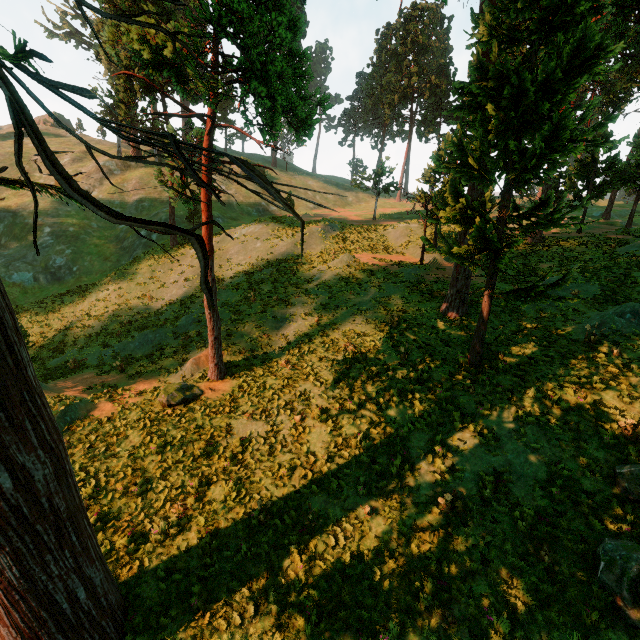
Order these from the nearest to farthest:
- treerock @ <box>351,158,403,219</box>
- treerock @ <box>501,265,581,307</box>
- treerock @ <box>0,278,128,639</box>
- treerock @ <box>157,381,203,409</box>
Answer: treerock @ <box>0,278,128,639</box> < treerock @ <box>501,265,581,307</box> < treerock @ <box>157,381,203,409</box> < treerock @ <box>351,158,403,219</box>

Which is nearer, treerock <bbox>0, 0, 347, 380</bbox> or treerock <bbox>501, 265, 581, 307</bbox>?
treerock <bbox>0, 0, 347, 380</bbox>

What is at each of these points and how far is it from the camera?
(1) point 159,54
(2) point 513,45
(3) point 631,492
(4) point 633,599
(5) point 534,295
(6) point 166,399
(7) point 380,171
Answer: (1) treerock, 13.1 meters
(2) treerock, 9.9 meters
(3) treerock, 7.6 meters
(4) treerock, 5.9 meters
(5) treerock, 10.7 meters
(6) treerock, 14.1 meters
(7) treerock, 40.2 meters

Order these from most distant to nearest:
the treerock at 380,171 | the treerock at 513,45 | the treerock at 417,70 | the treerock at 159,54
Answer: the treerock at 417,70 → the treerock at 380,171 → the treerock at 513,45 → the treerock at 159,54

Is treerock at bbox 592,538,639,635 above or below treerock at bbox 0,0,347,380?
below

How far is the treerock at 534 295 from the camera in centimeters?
1048cm
